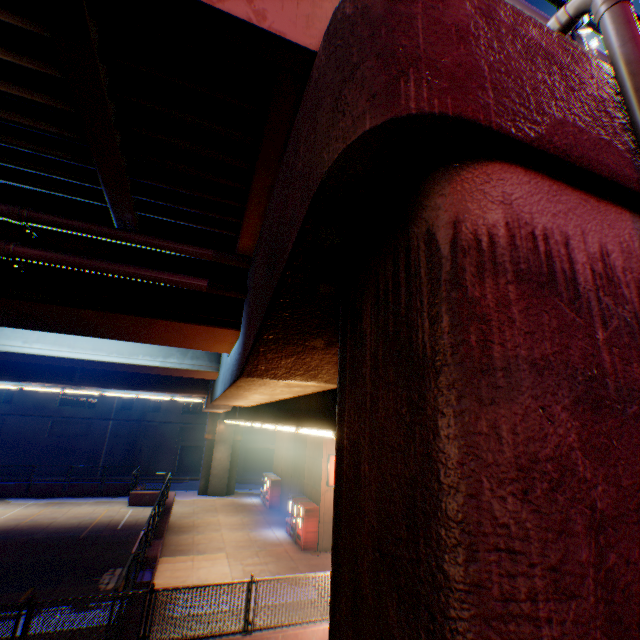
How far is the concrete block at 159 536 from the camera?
10.8m

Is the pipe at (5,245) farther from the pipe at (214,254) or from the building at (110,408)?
the building at (110,408)

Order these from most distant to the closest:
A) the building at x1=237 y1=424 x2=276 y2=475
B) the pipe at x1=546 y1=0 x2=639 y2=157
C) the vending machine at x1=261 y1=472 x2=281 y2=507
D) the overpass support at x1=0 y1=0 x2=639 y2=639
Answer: the building at x1=237 y1=424 x2=276 y2=475 → the vending machine at x1=261 y1=472 x2=281 y2=507 → the pipe at x1=546 y1=0 x2=639 y2=157 → the overpass support at x1=0 y1=0 x2=639 y2=639

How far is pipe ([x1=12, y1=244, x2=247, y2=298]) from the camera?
4.23m

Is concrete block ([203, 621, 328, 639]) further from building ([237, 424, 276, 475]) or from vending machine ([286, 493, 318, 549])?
building ([237, 424, 276, 475])

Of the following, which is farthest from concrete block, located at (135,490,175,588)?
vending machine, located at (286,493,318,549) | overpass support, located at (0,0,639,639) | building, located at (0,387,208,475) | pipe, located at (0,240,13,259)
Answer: building, located at (0,387,208,475)

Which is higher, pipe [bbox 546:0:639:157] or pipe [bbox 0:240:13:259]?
pipe [bbox 546:0:639:157]

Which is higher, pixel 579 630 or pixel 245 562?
pixel 579 630
